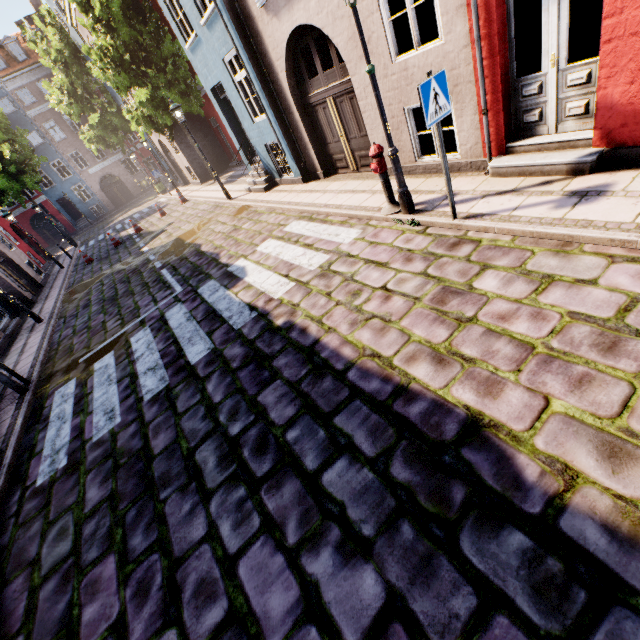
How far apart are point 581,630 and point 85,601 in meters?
3.9

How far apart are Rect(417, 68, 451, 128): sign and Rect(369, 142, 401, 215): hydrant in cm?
146

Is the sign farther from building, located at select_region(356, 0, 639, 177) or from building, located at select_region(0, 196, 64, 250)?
building, located at select_region(0, 196, 64, 250)

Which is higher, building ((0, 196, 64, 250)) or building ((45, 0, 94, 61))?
building ((45, 0, 94, 61))

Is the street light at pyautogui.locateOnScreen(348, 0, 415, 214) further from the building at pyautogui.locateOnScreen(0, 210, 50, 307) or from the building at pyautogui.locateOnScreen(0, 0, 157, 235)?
the building at pyautogui.locateOnScreen(0, 210, 50, 307)

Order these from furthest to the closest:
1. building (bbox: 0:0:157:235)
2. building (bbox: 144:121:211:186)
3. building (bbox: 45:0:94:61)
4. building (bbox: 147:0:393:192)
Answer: building (bbox: 0:0:157:235)
building (bbox: 144:121:211:186)
building (bbox: 45:0:94:61)
building (bbox: 147:0:393:192)

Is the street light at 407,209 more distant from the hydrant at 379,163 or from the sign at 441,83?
the sign at 441,83

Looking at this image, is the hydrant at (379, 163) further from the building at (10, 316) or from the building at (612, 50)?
the building at (10, 316)
